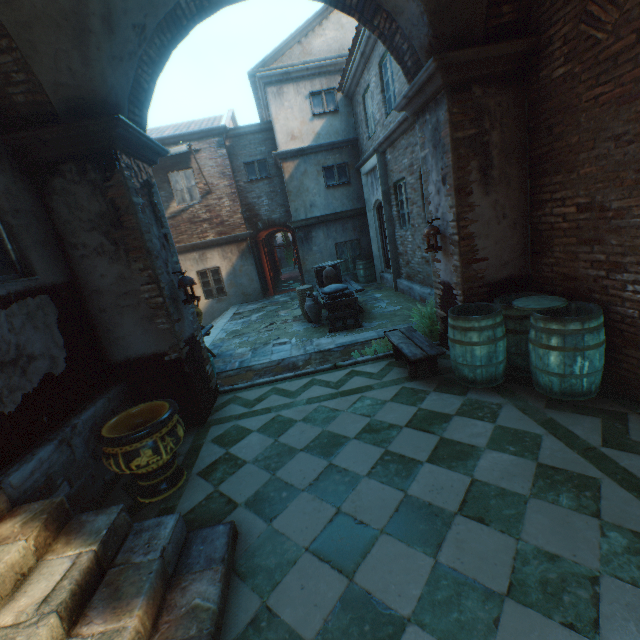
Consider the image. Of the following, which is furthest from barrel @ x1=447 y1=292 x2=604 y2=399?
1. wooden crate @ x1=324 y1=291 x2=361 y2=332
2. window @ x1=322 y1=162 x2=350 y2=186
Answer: window @ x1=322 y1=162 x2=350 y2=186

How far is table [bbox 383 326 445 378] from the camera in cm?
448

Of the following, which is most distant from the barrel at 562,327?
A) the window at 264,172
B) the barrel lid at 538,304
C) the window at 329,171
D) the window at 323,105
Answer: the window at 264,172

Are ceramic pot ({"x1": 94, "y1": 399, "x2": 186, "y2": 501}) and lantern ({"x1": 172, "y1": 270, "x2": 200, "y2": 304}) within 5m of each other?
yes

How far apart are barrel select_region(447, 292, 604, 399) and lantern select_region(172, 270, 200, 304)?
3.49m

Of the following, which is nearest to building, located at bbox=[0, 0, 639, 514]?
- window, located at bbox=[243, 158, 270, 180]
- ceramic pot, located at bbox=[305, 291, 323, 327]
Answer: window, located at bbox=[243, 158, 270, 180]

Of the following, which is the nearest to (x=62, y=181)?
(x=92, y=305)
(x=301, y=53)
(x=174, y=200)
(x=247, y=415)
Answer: (x=92, y=305)

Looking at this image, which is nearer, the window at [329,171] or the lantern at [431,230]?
the lantern at [431,230]
